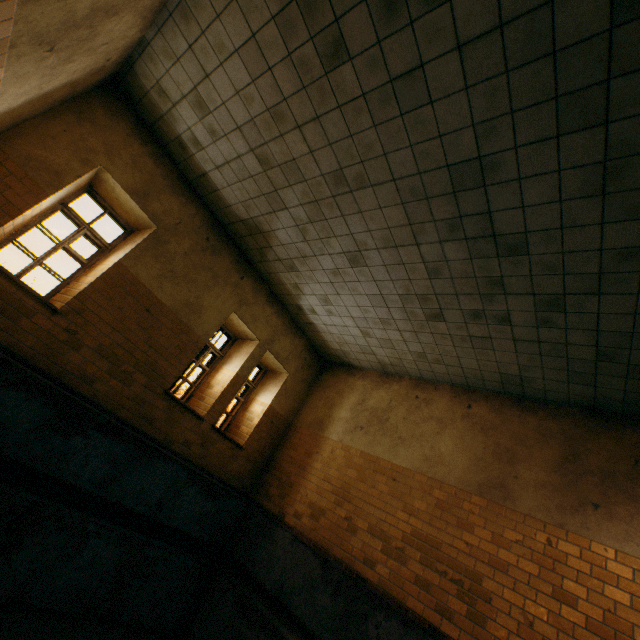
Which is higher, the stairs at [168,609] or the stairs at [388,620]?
the stairs at [388,620]

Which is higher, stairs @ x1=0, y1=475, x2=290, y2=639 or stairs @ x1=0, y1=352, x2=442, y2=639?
stairs @ x1=0, y1=352, x2=442, y2=639

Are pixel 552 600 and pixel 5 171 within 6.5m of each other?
no
